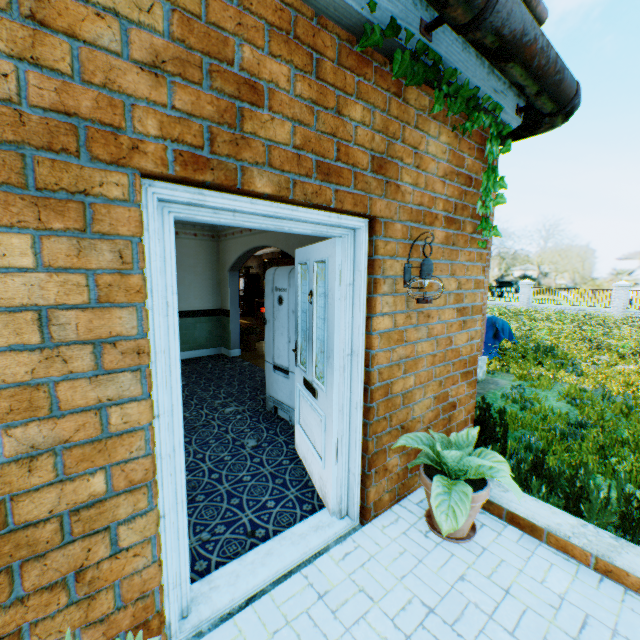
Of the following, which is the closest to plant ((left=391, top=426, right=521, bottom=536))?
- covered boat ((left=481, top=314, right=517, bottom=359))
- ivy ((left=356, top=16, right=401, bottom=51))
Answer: ivy ((left=356, top=16, right=401, bottom=51))

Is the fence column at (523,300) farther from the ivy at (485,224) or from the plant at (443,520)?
the plant at (443,520)

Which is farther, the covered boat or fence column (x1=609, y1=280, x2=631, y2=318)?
fence column (x1=609, y1=280, x2=631, y2=318)

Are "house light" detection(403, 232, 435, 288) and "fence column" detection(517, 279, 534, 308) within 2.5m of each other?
no

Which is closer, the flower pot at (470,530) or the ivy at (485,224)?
the flower pot at (470,530)

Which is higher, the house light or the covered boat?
the house light

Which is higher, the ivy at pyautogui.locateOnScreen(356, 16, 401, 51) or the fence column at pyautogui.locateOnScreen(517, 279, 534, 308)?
the ivy at pyautogui.locateOnScreen(356, 16, 401, 51)

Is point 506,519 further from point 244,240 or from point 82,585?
point 244,240
